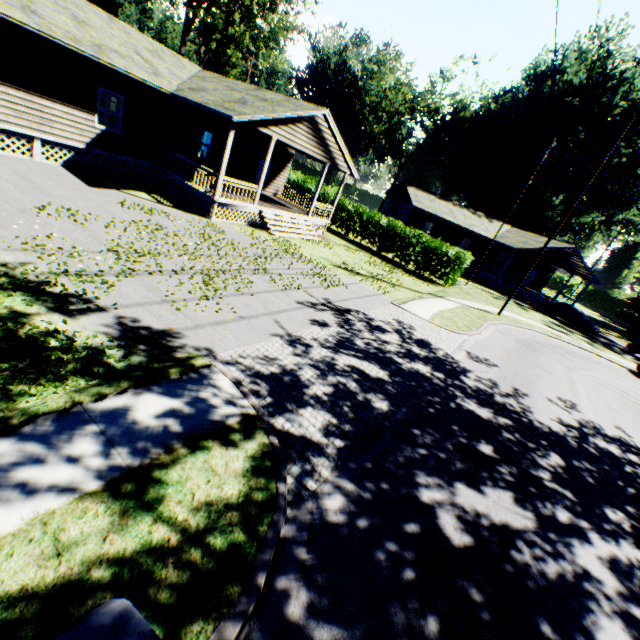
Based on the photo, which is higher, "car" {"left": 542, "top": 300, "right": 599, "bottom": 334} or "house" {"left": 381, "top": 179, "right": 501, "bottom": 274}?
"house" {"left": 381, "top": 179, "right": 501, "bottom": 274}

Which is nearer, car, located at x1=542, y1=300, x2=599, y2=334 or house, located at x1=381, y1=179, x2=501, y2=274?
car, located at x1=542, y1=300, x2=599, y2=334

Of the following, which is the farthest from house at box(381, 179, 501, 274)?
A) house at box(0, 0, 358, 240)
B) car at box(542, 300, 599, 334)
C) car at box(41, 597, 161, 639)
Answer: car at box(41, 597, 161, 639)

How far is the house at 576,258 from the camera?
32.6 meters

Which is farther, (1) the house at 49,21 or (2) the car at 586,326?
(2) the car at 586,326

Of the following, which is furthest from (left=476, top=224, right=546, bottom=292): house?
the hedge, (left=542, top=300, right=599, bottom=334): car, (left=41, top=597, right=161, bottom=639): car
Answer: (left=41, top=597, right=161, bottom=639): car

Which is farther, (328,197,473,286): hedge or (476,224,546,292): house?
(476,224,546,292): house

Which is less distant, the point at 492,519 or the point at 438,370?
the point at 492,519
